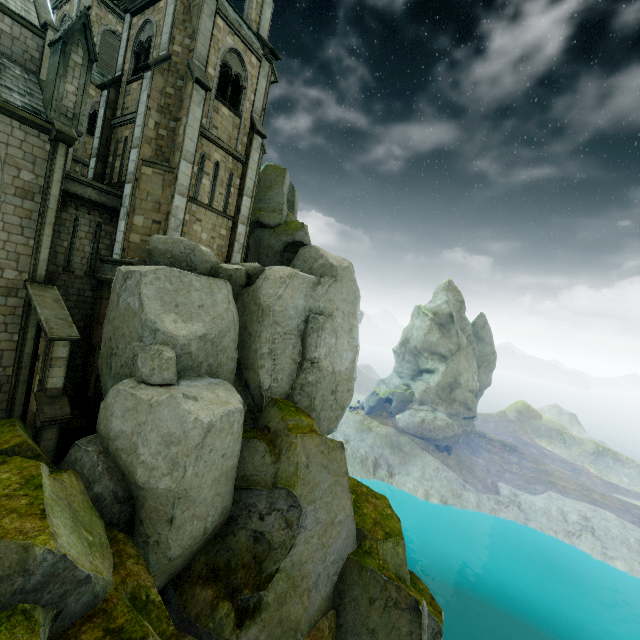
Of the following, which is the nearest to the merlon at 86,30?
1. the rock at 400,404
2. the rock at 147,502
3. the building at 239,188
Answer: the building at 239,188

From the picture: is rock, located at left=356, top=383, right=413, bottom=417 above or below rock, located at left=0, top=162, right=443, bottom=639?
below

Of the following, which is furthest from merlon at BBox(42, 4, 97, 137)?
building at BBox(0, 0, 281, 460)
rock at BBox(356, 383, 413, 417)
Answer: rock at BBox(356, 383, 413, 417)

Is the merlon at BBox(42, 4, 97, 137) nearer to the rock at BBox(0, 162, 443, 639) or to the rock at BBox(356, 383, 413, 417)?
the rock at BBox(0, 162, 443, 639)

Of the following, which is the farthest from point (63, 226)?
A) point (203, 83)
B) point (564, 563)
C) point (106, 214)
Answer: point (564, 563)

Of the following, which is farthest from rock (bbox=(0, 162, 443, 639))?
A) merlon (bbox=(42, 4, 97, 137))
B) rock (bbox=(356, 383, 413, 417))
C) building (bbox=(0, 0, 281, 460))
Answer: rock (bbox=(356, 383, 413, 417))

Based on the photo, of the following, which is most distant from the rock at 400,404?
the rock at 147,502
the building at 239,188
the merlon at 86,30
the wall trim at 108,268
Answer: the merlon at 86,30

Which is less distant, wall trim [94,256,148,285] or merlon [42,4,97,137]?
merlon [42,4,97,137]
